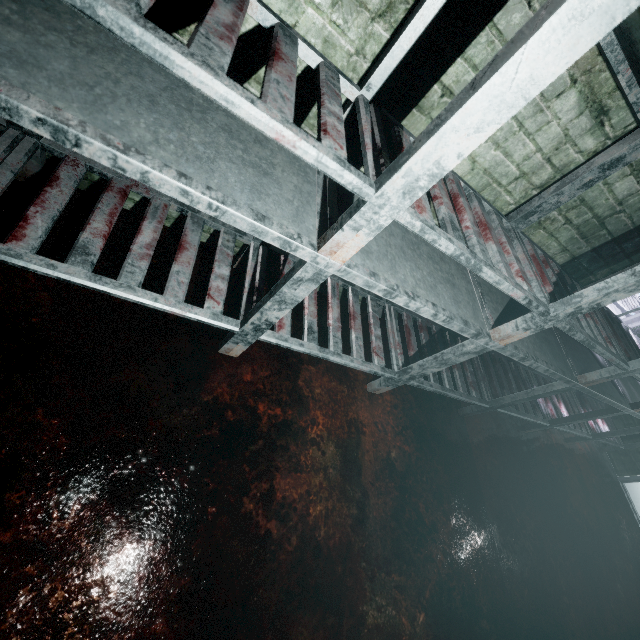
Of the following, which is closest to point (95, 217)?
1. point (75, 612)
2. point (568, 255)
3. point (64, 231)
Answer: point (64, 231)
